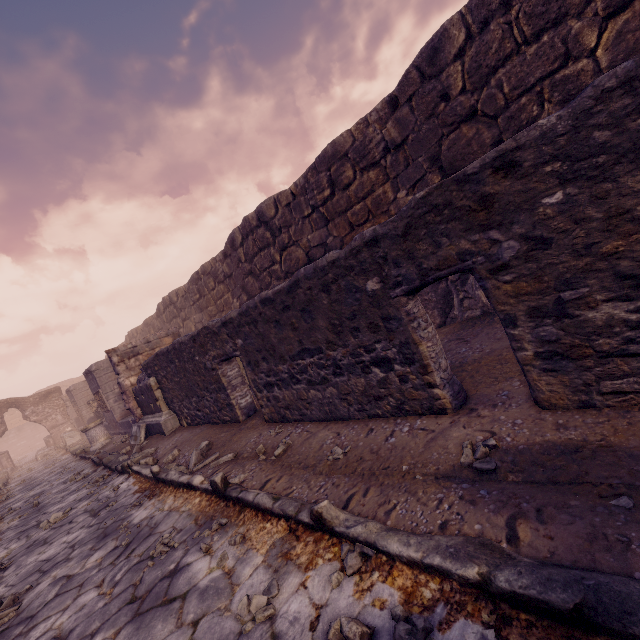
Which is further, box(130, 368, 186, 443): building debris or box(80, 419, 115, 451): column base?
box(80, 419, 115, 451): column base

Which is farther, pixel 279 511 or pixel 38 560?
pixel 38 560

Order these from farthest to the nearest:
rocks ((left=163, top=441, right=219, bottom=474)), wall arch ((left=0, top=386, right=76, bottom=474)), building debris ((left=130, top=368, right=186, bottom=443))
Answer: wall arch ((left=0, top=386, right=76, bottom=474)) → building debris ((left=130, top=368, right=186, bottom=443)) → rocks ((left=163, top=441, right=219, bottom=474))

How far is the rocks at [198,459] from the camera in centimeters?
486cm

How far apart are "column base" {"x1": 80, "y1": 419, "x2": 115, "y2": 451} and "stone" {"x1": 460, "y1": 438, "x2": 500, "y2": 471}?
13.50m

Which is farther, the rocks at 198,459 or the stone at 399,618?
the rocks at 198,459

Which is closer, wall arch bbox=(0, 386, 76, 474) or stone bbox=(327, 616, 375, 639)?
stone bbox=(327, 616, 375, 639)

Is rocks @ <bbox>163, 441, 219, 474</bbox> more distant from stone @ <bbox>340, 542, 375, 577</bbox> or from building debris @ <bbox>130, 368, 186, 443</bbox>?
stone @ <bbox>340, 542, 375, 577</bbox>
